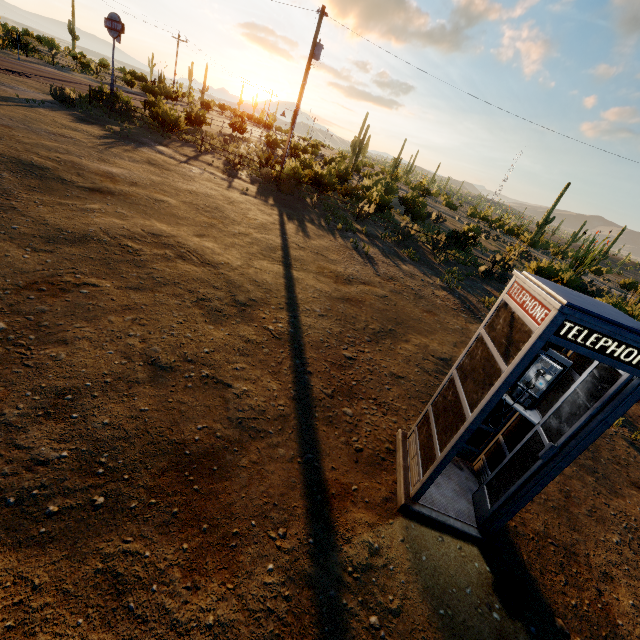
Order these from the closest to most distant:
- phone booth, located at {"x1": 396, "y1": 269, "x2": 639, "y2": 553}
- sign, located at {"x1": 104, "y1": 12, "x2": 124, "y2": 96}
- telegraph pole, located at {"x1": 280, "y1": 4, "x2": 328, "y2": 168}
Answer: phone booth, located at {"x1": 396, "y1": 269, "x2": 639, "y2": 553} < telegraph pole, located at {"x1": 280, "y1": 4, "x2": 328, "y2": 168} < sign, located at {"x1": 104, "y1": 12, "x2": 124, "y2": 96}

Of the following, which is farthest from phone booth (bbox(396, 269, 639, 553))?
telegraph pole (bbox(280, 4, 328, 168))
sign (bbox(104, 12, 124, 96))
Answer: sign (bbox(104, 12, 124, 96))

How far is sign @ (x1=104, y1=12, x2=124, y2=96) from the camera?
17.9 meters

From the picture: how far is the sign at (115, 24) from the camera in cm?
1794

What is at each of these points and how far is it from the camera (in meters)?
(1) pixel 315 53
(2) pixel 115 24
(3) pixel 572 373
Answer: (1) telegraph pole, 16.44
(2) sign, 18.06
(3) phone booth, 3.34

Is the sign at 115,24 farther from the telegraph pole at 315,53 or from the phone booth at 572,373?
the phone booth at 572,373

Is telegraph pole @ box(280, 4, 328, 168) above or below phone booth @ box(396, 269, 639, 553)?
above
